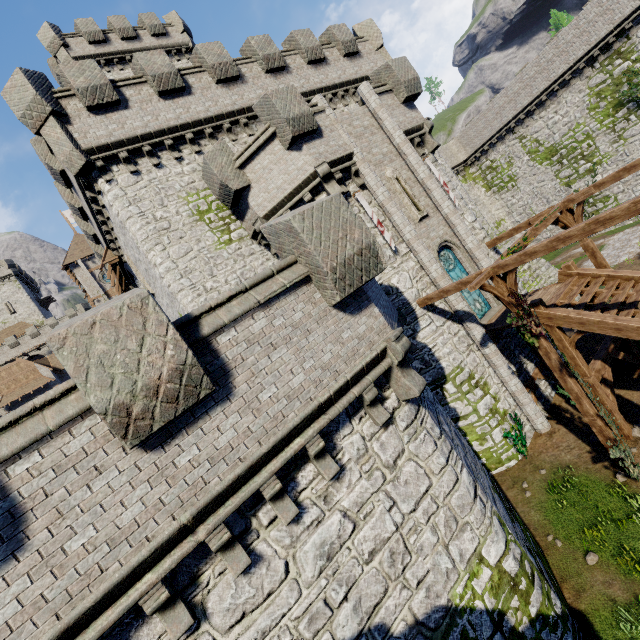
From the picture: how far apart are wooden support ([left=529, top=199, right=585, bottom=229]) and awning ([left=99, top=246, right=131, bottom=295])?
21.61m

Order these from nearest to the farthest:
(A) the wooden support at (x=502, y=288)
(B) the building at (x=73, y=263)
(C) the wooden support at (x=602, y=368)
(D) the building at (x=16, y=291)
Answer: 1. (A) the wooden support at (x=502, y=288)
2. (C) the wooden support at (x=602, y=368)
3. (B) the building at (x=73, y=263)
4. (D) the building at (x=16, y=291)

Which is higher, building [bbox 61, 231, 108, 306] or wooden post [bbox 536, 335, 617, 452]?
building [bbox 61, 231, 108, 306]

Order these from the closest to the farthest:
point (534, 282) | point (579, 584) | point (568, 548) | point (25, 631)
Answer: point (25, 631) → point (579, 584) → point (568, 548) → point (534, 282)

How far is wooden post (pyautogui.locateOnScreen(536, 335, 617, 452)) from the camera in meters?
10.1

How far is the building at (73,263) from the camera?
40.5m

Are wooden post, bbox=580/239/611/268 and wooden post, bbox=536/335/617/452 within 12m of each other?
yes

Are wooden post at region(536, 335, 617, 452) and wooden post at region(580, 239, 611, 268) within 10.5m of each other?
yes
